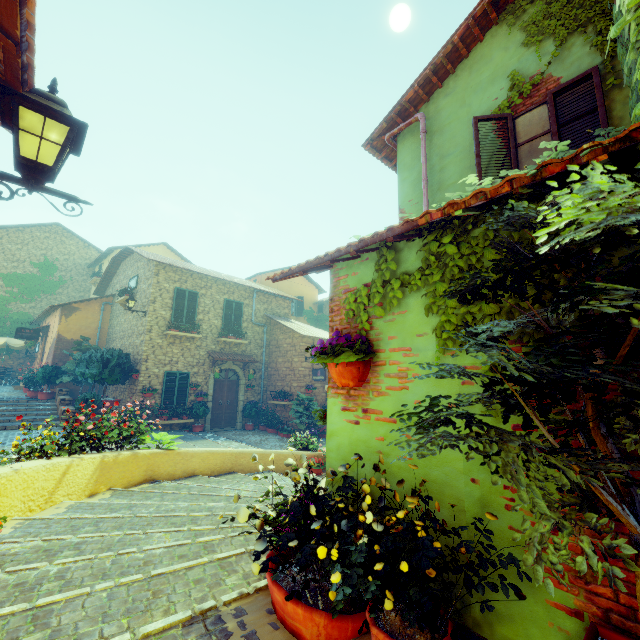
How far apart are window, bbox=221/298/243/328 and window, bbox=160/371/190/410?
2.5m

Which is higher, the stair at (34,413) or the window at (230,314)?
the window at (230,314)

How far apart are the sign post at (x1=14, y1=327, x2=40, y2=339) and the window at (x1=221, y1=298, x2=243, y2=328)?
9.6m

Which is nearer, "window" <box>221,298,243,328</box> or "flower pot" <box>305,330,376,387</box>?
"flower pot" <box>305,330,376,387</box>

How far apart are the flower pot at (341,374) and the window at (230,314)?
14.0 meters

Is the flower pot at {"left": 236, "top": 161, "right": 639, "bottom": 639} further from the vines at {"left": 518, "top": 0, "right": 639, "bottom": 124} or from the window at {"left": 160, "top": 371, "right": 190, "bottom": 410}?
the window at {"left": 160, "top": 371, "right": 190, "bottom": 410}

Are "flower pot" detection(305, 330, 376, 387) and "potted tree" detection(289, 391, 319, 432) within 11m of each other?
no

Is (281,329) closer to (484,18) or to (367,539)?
(484,18)
